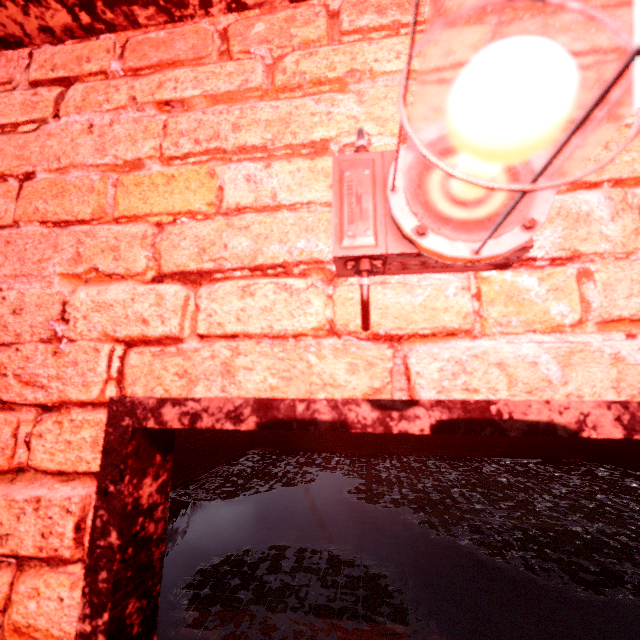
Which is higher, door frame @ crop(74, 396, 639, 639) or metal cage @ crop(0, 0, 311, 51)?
metal cage @ crop(0, 0, 311, 51)

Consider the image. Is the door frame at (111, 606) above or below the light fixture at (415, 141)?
below

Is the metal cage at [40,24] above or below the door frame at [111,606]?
above

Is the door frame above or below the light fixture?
below

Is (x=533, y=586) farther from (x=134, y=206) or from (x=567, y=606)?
(x=134, y=206)

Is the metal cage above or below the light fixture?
above
